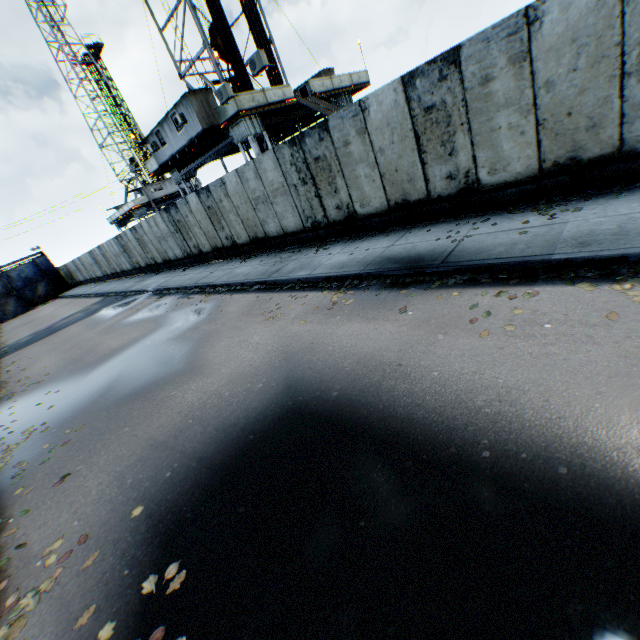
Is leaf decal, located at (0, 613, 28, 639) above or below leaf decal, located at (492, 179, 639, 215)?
below

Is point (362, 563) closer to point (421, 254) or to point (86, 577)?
point (86, 577)

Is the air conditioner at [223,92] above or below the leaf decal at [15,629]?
above

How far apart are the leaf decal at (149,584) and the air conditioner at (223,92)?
17.5 meters

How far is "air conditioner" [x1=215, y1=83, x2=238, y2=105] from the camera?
14.7m

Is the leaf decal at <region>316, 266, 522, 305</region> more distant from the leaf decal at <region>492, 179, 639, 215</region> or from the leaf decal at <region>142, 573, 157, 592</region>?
the leaf decal at <region>142, 573, 157, 592</region>

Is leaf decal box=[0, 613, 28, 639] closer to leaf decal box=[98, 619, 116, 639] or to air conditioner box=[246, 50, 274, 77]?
leaf decal box=[98, 619, 116, 639]

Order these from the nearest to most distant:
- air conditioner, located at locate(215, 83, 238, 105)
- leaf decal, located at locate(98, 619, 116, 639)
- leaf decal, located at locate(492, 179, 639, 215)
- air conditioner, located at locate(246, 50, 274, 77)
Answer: leaf decal, located at locate(98, 619, 116, 639)
leaf decal, located at locate(492, 179, 639, 215)
air conditioner, located at locate(246, 50, 274, 77)
air conditioner, located at locate(215, 83, 238, 105)
